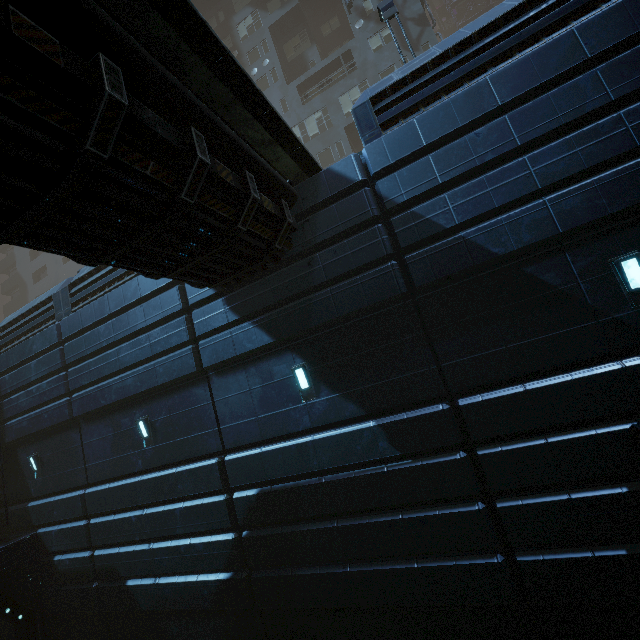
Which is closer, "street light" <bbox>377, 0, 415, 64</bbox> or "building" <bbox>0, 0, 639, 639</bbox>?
"building" <bbox>0, 0, 639, 639</bbox>

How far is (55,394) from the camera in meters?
11.5 m

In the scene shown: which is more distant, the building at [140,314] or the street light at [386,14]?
the street light at [386,14]
